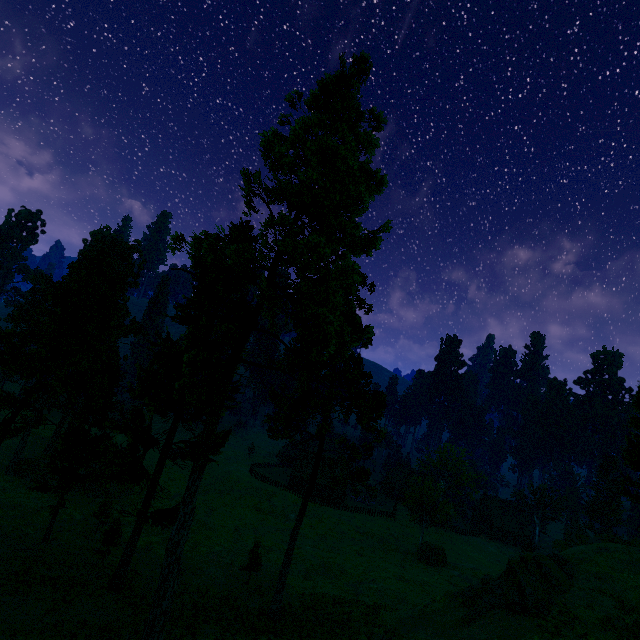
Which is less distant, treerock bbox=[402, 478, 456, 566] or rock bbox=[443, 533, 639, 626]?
rock bbox=[443, 533, 639, 626]

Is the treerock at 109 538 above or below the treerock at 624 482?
below

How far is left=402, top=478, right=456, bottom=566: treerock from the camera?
42.7m

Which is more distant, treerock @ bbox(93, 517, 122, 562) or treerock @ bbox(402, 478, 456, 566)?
treerock @ bbox(402, 478, 456, 566)

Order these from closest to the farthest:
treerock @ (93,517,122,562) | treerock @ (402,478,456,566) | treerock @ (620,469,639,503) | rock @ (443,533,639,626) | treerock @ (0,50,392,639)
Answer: treerock @ (0,50,392,639) < rock @ (443,533,639,626) < treerock @ (93,517,122,562) < treerock @ (620,469,639,503) < treerock @ (402,478,456,566)

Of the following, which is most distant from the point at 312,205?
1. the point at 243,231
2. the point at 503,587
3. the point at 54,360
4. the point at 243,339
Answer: the point at 503,587
